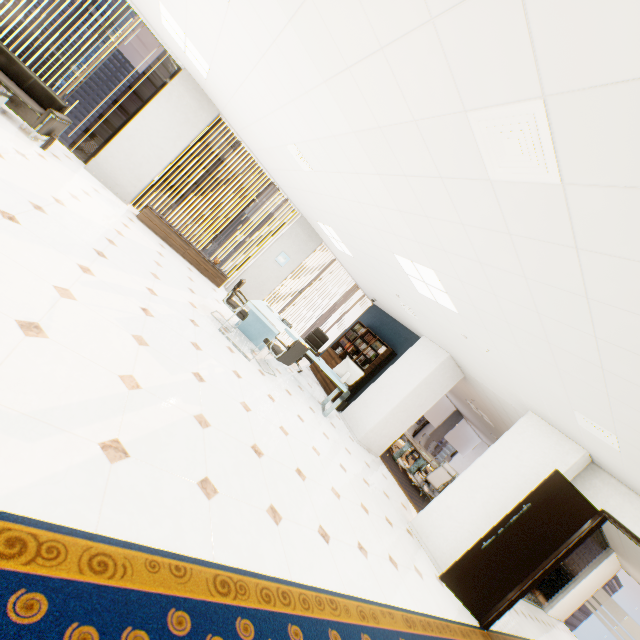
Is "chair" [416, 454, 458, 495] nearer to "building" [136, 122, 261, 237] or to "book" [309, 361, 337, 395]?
"book" [309, 361, 337, 395]

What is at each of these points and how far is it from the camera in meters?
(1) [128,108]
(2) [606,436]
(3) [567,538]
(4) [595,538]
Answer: (1) building, 49.6
(2) ceiling vent, 3.9
(3) door, 4.8
(4) blinds, 9.6

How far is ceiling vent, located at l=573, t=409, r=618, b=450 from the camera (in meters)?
3.83

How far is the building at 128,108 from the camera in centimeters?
4872cm

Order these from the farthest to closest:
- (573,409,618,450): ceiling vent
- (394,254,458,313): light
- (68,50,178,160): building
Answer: (68,50,178,160): building → (394,254,458,313): light → (573,409,618,450): ceiling vent

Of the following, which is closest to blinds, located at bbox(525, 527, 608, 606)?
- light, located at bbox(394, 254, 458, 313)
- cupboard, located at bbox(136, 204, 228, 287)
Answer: light, located at bbox(394, 254, 458, 313)

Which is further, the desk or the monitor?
the monitor

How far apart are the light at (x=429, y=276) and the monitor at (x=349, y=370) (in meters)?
2.26
